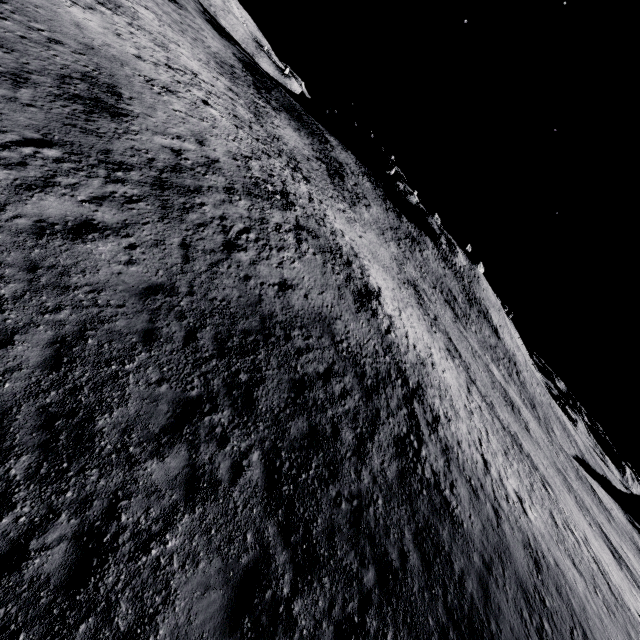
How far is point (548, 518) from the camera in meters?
20.5
